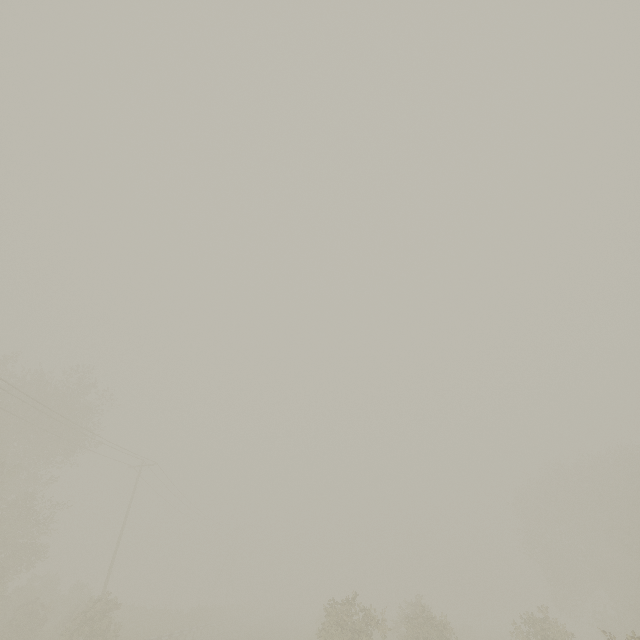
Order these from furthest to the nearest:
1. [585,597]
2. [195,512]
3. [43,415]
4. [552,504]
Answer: [195,512]
[552,504]
[585,597]
[43,415]
